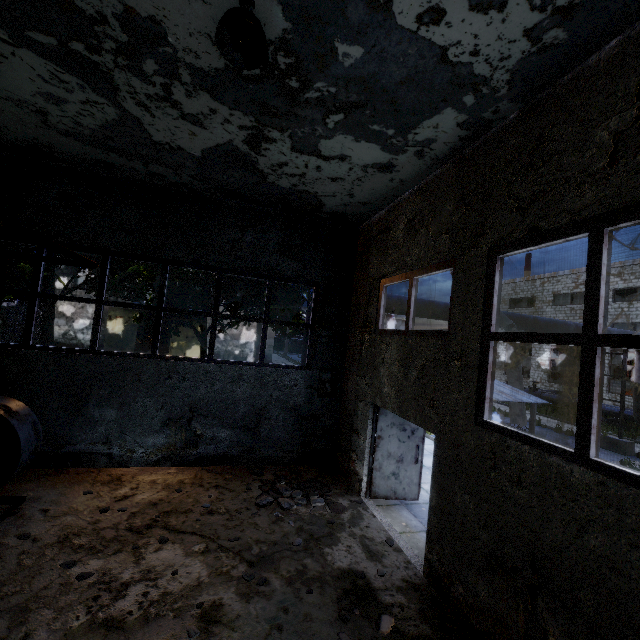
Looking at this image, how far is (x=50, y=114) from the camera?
5.5 meters

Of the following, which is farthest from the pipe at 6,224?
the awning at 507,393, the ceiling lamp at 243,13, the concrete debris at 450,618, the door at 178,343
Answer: the door at 178,343

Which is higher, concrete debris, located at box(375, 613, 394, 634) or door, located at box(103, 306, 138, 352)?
door, located at box(103, 306, 138, 352)

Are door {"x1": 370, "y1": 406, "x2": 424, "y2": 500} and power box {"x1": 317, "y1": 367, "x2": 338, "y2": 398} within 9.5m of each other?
yes

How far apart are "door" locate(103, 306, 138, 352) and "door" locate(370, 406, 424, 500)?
25.4 meters

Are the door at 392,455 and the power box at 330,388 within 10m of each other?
yes

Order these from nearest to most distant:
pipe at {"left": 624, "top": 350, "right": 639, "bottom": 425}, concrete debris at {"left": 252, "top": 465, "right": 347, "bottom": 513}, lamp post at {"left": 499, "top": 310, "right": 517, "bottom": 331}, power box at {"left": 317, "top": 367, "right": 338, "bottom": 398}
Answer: concrete debris at {"left": 252, "top": 465, "right": 347, "bottom": 513} → power box at {"left": 317, "top": 367, "right": 338, "bottom": 398} → lamp post at {"left": 499, "top": 310, "right": 517, "bottom": 331} → pipe at {"left": 624, "top": 350, "right": 639, "bottom": 425}

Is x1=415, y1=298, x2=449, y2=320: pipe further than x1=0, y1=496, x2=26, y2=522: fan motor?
Yes
